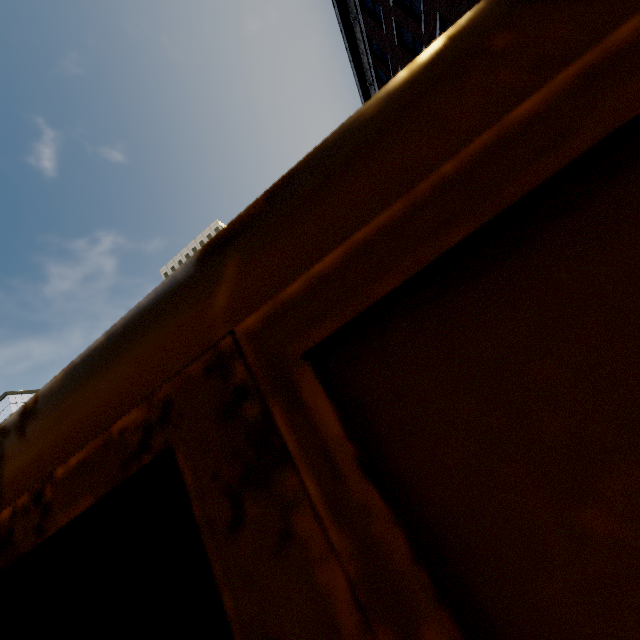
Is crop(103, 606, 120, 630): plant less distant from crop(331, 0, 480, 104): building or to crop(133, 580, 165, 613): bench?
crop(133, 580, 165, 613): bench

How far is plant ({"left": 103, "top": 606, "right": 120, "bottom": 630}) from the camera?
22.1m

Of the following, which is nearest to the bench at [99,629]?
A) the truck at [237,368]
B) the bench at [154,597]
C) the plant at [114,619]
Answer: the plant at [114,619]

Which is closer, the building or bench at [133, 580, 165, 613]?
the building

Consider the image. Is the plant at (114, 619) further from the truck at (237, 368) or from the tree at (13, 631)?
the truck at (237, 368)

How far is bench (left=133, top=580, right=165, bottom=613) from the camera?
19.8m

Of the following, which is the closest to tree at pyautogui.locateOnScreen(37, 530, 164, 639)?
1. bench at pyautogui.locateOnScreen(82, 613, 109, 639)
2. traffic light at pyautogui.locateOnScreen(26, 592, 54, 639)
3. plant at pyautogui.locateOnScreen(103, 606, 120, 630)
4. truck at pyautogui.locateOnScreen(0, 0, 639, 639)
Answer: plant at pyautogui.locateOnScreen(103, 606, 120, 630)

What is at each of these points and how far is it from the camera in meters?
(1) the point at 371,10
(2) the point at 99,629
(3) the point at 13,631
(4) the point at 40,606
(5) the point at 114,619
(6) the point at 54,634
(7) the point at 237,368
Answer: (1) building, 14.9 m
(2) bench, 21.2 m
(3) tree, 15.7 m
(4) traffic light, 6.0 m
(5) plant, 24.0 m
(6) tree, 16.1 m
(7) truck, 0.3 m
